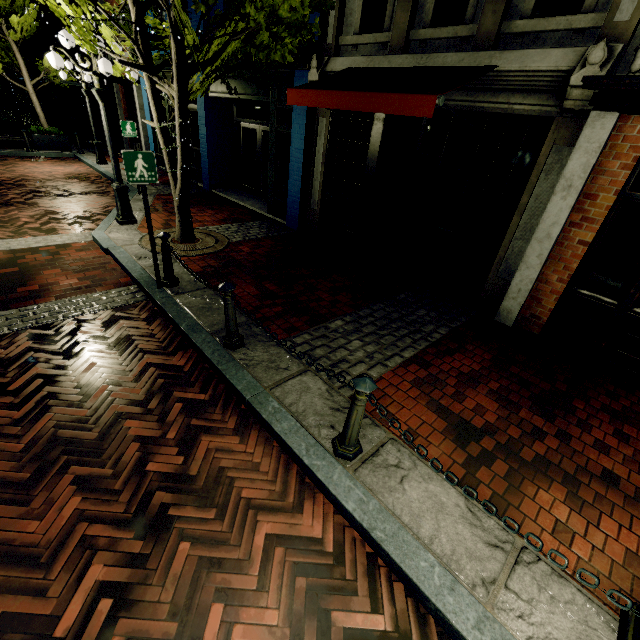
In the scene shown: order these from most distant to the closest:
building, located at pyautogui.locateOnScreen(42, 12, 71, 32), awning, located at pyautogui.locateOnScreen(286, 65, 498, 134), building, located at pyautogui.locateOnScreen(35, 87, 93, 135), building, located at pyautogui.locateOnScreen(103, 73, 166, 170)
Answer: building, located at pyautogui.locateOnScreen(35, 87, 93, 135), building, located at pyautogui.locateOnScreen(42, 12, 71, 32), building, located at pyautogui.locateOnScreen(103, 73, 166, 170), awning, located at pyautogui.locateOnScreen(286, 65, 498, 134)

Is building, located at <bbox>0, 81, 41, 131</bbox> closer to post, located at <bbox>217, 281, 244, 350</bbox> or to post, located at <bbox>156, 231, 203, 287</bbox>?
post, located at <bbox>156, 231, 203, 287</bbox>

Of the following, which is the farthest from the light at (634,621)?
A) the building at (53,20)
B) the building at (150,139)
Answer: the building at (53,20)

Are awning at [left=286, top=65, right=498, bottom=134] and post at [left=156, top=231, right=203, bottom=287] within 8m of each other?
yes

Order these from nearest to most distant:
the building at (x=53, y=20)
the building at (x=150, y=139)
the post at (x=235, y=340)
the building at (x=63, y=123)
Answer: the post at (x=235, y=340), the building at (x=150, y=139), the building at (x=53, y=20), the building at (x=63, y=123)

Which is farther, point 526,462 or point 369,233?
point 369,233

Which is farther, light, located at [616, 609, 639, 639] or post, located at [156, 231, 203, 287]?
post, located at [156, 231, 203, 287]

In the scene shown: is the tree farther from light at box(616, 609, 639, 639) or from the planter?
the planter
